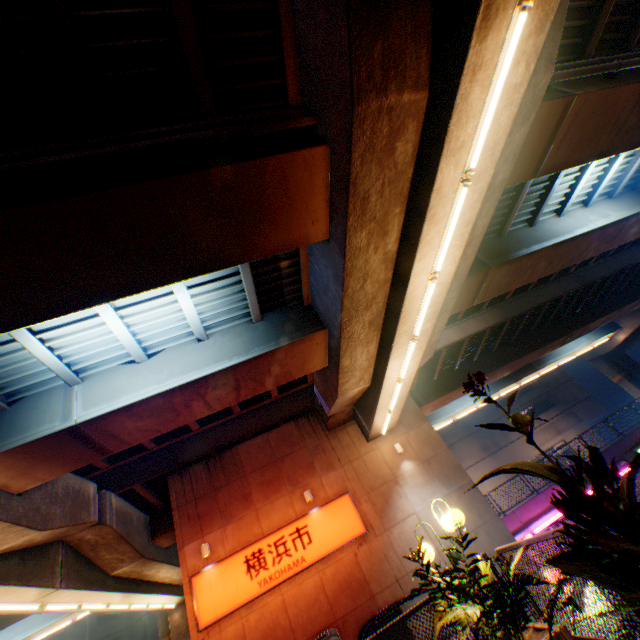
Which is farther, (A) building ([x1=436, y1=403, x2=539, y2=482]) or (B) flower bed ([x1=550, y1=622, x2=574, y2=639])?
(A) building ([x1=436, y1=403, x2=539, y2=482])

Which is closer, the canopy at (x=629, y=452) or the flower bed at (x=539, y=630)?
the flower bed at (x=539, y=630)

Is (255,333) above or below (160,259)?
above

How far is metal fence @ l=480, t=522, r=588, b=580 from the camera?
4.0m

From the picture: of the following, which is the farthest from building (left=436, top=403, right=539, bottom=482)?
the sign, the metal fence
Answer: the sign

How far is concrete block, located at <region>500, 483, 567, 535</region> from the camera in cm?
1666

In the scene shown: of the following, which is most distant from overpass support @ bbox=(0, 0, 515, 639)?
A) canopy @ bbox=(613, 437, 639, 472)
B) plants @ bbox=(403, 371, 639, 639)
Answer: canopy @ bbox=(613, 437, 639, 472)

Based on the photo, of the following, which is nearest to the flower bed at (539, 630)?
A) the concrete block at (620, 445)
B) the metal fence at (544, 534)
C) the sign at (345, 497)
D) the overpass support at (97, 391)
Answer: the metal fence at (544, 534)
